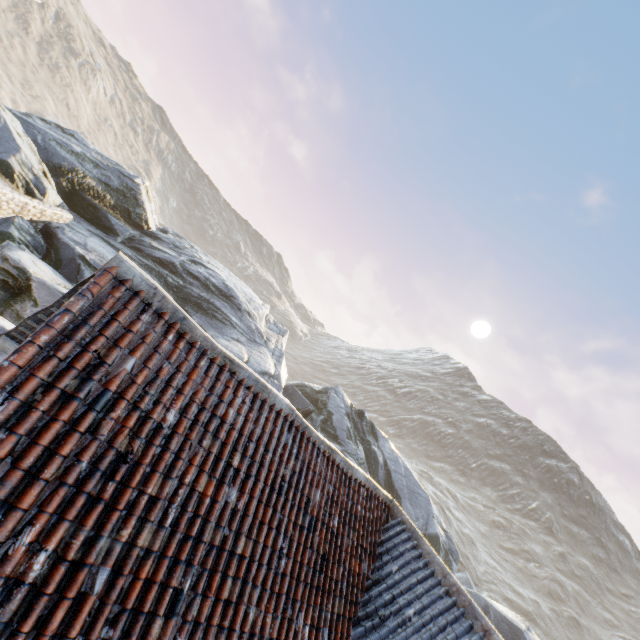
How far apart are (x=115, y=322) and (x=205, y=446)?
1.85m
